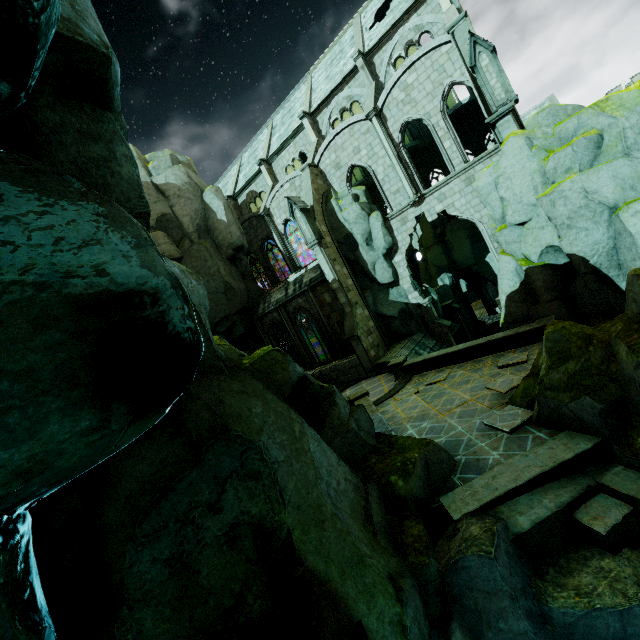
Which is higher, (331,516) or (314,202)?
(314,202)

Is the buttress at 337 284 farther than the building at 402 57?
Yes

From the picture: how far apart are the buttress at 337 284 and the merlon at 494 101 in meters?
11.0

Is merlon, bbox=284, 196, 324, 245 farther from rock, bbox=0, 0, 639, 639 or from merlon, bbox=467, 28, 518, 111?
merlon, bbox=467, 28, 518, 111

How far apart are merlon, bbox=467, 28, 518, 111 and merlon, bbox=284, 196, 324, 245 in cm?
1098

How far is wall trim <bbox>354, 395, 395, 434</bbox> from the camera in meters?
11.0

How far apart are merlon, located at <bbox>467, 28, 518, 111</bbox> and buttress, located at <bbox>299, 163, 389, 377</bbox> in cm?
1104

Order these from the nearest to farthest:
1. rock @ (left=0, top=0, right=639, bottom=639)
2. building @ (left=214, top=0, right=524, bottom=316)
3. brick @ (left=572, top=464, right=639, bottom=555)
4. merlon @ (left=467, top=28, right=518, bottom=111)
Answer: rock @ (left=0, top=0, right=639, bottom=639) → brick @ (left=572, top=464, right=639, bottom=555) → merlon @ (left=467, top=28, right=518, bottom=111) → building @ (left=214, top=0, right=524, bottom=316)
